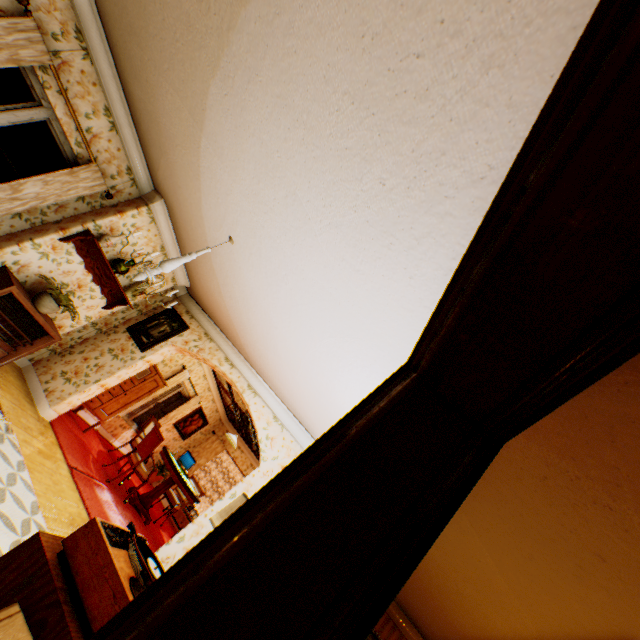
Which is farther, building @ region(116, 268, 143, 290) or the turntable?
building @ region(116, 268, 143, 290)

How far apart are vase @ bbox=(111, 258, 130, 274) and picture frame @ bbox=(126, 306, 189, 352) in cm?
148

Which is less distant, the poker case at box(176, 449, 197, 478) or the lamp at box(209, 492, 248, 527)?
the lamp at box(209, 492, 248, 527)

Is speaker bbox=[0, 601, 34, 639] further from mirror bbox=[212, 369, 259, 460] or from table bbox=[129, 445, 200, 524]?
table bbox=[129, 445, 200, 524]

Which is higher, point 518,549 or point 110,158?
point 518,549

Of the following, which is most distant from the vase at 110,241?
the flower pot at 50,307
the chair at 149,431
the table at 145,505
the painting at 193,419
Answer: the painting at 193,419

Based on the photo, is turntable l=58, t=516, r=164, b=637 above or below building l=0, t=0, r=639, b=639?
below

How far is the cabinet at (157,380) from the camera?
6.7m
